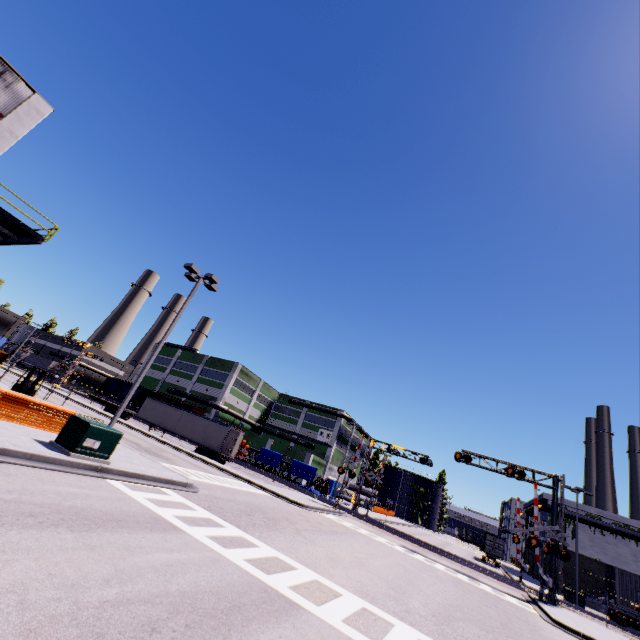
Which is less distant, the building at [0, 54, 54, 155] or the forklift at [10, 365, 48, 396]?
the forklift at [10, 365, 48, 396]

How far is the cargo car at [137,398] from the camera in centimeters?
5172cm

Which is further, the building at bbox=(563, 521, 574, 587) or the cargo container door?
the cargo container door

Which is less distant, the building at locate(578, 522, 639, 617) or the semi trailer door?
the semi trailer door

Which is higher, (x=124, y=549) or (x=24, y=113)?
(x=24, y=113)

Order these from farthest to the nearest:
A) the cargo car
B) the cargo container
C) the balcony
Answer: the cargo car
the cargo container
the balcony

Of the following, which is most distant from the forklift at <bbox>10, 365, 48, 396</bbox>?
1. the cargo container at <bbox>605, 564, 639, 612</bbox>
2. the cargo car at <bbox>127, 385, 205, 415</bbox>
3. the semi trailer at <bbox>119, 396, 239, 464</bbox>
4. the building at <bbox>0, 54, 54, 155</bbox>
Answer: the cargo container at <bbox>605, 564, 639, 612</bbox>

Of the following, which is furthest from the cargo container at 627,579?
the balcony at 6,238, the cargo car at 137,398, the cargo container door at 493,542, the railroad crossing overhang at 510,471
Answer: the balcony at 6,238
